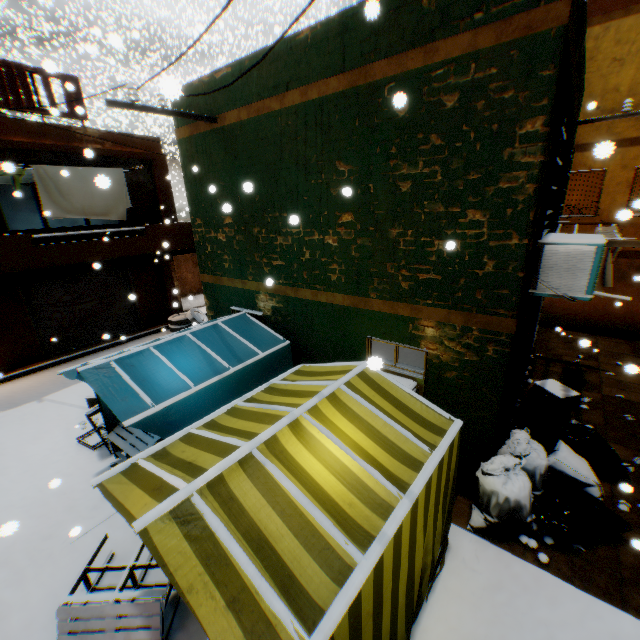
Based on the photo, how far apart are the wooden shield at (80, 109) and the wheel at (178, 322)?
1.78m

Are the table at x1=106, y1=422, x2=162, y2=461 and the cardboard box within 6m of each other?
no

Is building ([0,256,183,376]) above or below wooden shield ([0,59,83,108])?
below

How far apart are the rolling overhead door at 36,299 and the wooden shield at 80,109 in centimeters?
33cm

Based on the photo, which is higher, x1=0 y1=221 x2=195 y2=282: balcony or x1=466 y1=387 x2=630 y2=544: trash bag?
x1=0 y1=221 x2=195 y2=282: balcony

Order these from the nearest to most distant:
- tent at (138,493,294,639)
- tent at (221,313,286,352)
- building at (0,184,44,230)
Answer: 1. tent at (138,493,294,639)
2. tent at (221,313,286,352)
3. building at (0,184,44,230)

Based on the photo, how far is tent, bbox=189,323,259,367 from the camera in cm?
569

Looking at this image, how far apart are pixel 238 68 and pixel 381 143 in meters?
3.2
